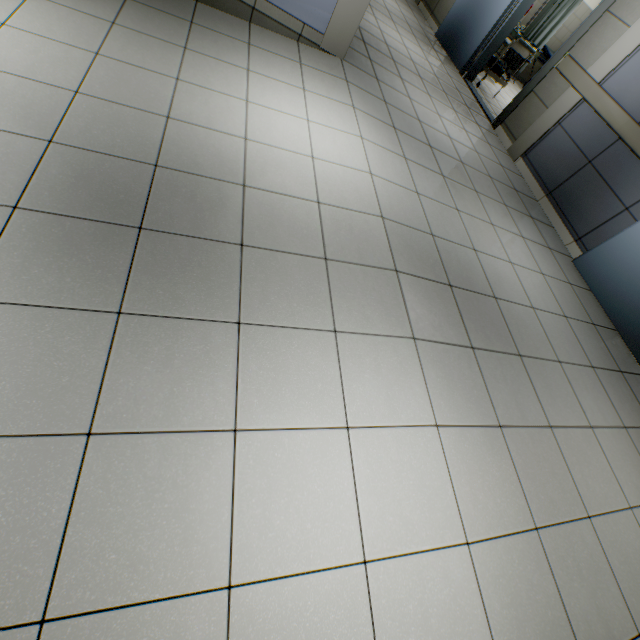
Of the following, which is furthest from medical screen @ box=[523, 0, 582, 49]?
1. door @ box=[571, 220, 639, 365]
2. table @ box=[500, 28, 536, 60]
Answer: door @ box=[571, 220, 639, 365]

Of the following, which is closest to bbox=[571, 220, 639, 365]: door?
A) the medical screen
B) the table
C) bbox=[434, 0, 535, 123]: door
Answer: bbox=[434, 0, 535, 123]: door

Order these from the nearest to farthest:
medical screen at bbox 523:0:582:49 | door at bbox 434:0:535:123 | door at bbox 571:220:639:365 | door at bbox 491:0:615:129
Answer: door at bbox 571:220:639:365 → door at bbox 491:0:615:129 → door at bbox 434:0:535:123 → medical screen at bbox 523:0:582:49

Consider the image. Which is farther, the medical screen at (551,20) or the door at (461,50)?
the medical screen at (551,20)

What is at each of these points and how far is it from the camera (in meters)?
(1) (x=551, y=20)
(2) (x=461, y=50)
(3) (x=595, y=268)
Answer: (1) medical screen, 7.70
(2) door, 6.00
(3) door, 3.51

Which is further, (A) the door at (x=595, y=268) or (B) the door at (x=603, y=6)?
(B) the door at (x=603, y=6)

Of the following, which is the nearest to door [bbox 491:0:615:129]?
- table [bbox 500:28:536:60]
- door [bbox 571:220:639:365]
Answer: table [bbox 500:28:536:60]

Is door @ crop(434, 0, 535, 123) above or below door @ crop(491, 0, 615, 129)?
below
